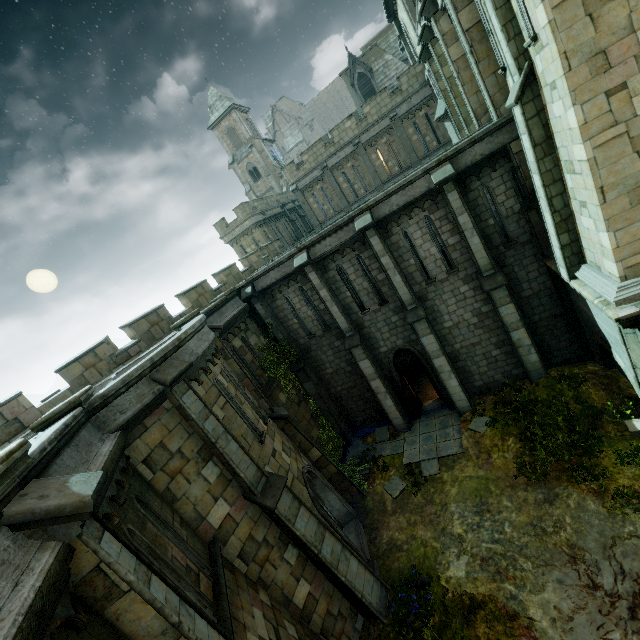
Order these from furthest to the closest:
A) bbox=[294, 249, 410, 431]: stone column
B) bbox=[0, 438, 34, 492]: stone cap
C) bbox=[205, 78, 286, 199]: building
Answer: bbox=[205, 78, 286, 199]: building < bbox=[294, 249, 410, 431]: stone column < bbox=[0, 438, 34, 492]: stone cap

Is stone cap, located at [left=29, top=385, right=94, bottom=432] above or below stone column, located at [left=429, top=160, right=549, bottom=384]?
above

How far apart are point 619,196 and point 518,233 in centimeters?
492cm

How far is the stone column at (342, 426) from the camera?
16.0m

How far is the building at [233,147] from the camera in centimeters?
4888cm

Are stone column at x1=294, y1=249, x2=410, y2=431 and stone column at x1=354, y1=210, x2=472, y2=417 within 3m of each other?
yes

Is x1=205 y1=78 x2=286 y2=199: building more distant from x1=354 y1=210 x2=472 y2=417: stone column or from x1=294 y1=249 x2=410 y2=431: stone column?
x1=294 y1=249 x2=410 y2=431: stone column

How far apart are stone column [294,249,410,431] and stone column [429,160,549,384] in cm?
555
